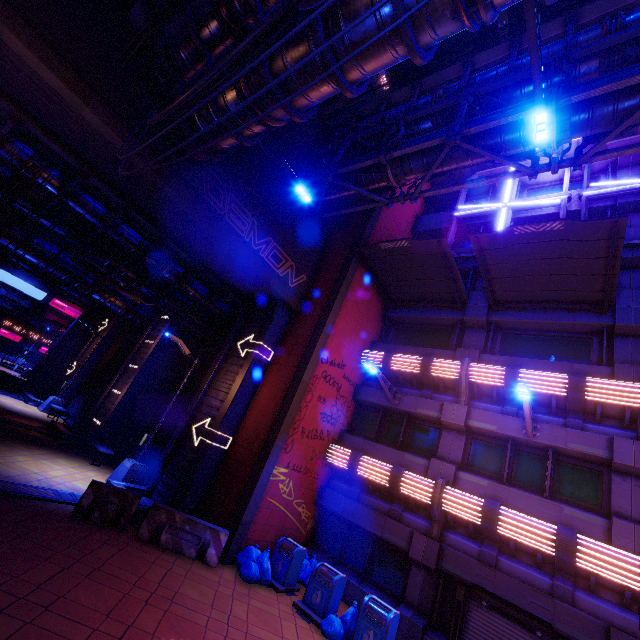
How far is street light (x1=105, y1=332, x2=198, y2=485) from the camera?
12.54m

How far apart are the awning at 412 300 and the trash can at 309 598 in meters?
11.1 m

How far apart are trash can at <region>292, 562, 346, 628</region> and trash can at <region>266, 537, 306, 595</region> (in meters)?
0.22

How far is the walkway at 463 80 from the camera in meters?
11.0 m

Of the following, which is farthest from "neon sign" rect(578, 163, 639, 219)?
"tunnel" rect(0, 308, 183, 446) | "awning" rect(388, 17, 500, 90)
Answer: "tunnel" rect(0, 308, 183, 446)

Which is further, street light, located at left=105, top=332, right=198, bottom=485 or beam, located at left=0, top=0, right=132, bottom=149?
street light, located at left=105, top=332, right=198, bottom=485

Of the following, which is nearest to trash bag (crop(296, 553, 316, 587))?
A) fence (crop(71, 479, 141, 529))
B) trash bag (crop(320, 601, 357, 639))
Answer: trash bag (crop(320, 601, 357, 639))

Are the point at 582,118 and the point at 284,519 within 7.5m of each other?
no
